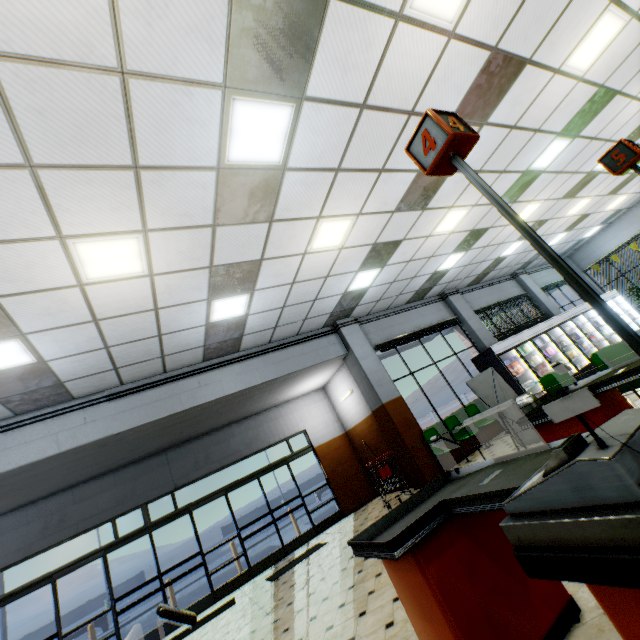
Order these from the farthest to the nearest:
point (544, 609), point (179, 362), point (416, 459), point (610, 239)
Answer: point (610, 239) → point (416, 459) → point (179, 362) → point (544, 609)

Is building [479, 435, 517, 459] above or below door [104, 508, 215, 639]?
below

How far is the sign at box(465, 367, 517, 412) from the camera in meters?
6.6 m

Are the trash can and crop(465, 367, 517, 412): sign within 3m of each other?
yes

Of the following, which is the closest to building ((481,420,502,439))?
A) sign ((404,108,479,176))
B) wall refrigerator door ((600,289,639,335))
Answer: wall refrigerator door ((600,289,639,335))

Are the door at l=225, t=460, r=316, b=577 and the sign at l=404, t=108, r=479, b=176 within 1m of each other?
no

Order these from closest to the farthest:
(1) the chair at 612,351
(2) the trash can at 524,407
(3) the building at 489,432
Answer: (1) the chair at 612,351 < (2) the trash can at 524,407 < (3) the building at 489,432

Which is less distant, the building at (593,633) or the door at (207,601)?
the building at (593,633)
